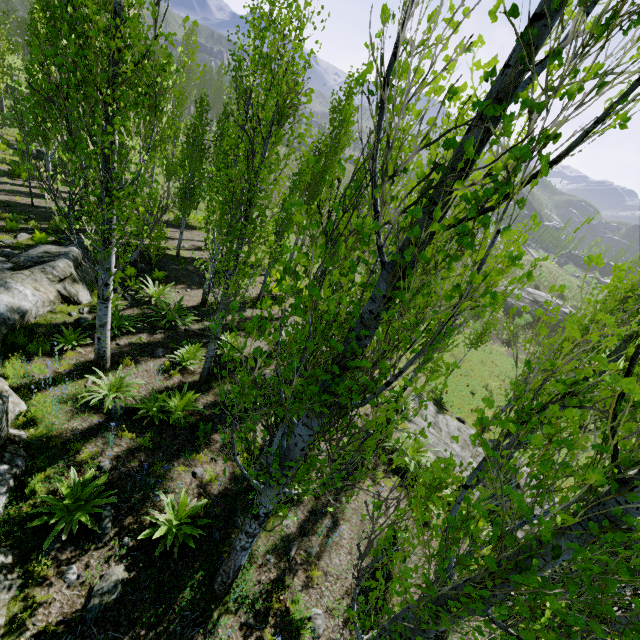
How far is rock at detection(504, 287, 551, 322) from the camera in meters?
38.5

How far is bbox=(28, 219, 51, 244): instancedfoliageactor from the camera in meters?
12.1

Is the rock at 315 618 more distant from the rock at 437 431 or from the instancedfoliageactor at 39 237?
the rock at 437 431

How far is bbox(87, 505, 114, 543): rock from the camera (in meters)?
5.10

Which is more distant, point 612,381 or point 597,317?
point 597,317

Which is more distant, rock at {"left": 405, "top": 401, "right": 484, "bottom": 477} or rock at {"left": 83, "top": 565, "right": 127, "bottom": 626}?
rock at {"left": 405, "top": 401, "right": 484, "bottom": 477}

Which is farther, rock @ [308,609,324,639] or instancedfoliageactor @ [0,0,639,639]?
rock @ [308,609,324,639]

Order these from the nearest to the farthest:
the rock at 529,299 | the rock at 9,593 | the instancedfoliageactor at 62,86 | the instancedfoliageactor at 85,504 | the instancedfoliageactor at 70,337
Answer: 1. the instancedfoliageactor at 62,86
2. the rock at 9,593
3. the instancedfoliageactor at 85,504
4. the instancedfoliageactor at 70,337
5. the rock at 529,299
